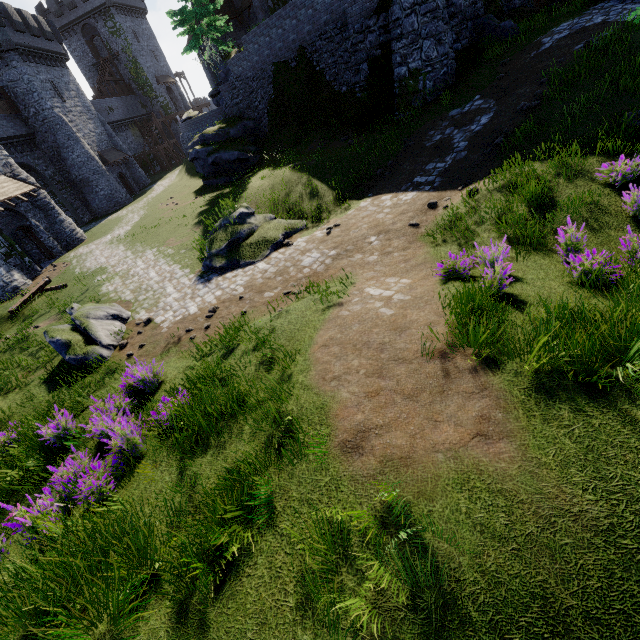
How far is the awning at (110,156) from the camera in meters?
34.6

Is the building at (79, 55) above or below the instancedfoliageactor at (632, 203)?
above

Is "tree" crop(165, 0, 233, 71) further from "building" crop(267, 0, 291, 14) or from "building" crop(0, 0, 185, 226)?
"building" crop(0, 0, 185, 226)

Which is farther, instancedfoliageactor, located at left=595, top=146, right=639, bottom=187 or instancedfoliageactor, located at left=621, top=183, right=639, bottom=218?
instancedfoliageactor, located at left=595, top=146, right=639, bottom=187

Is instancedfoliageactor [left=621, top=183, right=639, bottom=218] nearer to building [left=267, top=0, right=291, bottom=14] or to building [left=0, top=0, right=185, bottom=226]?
building [left=267, top=0, right=291, bottom=14]

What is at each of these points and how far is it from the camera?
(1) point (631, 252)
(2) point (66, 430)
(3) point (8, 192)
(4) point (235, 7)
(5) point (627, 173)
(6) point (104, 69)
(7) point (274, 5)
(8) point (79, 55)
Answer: (1) instancedfoliageactor, 5.05m
(2) instancedfoliageactor, 6.70m
(3) awning, 20.88m
(4) building, 30.50m
(5) instancedfoliageactor, 6.29m
(6) stairs, 48.31m
(7) building, 23.77m
(8) building, 48.84m

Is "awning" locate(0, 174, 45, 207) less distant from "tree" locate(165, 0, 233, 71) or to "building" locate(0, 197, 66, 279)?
"building" locate(0, 197, 66, 279)

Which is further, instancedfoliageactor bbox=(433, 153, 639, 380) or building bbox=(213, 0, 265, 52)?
building bbox=(213, 0, 265, 52)
